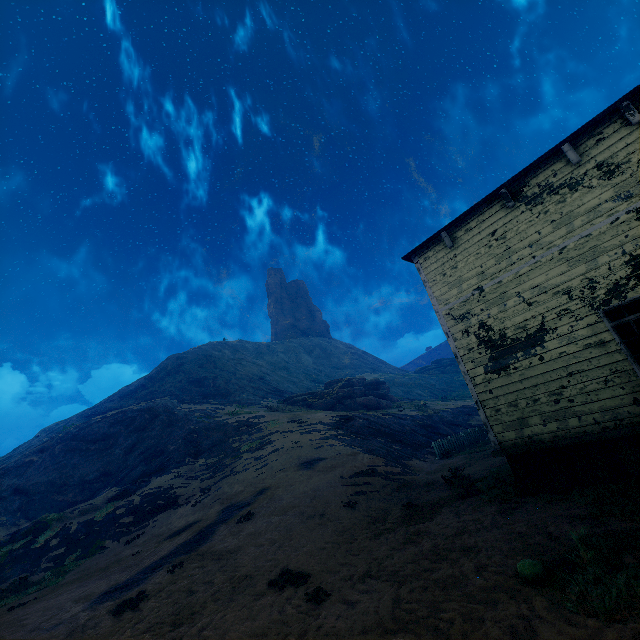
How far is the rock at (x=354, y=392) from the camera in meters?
32.8 m

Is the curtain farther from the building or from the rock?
the rock

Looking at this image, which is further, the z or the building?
the building

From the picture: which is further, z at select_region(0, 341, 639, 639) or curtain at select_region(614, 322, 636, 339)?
curtain at select_region(614, 322, 636, 339)

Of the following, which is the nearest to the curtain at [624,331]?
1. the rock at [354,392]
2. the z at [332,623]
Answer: the z at [332,623]

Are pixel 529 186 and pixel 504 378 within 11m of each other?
yes

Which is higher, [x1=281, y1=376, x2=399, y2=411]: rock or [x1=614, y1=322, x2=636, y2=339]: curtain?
[x1=281, y1=376, x2=399, y2=411]: rock

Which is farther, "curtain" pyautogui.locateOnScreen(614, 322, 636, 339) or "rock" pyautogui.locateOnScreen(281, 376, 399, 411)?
"rock" pyautogui.locateOnScreen(281, 376, 399, 411)
